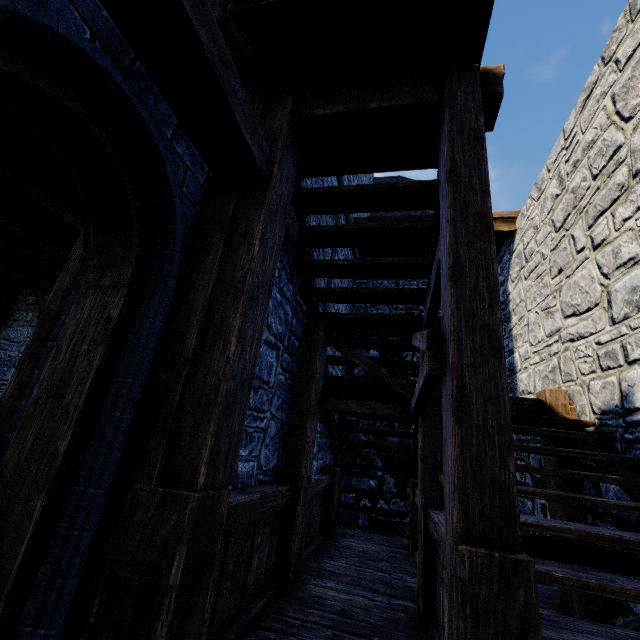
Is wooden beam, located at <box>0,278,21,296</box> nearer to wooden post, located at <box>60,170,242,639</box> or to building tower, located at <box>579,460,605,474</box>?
building tower, located at <box>579,460,605,474</box>

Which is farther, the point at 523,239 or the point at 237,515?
the point at 523,239

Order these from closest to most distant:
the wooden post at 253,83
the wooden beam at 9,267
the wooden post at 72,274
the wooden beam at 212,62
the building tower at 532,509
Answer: the wooden beam at 212,62 → the wooden post at 72,274 → the wooden post at 253,83 → the building tower at 532,509 → the wooden beam at 9,267

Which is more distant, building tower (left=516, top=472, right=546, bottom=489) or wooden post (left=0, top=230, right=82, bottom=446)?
building tower (left=516, top=472, right=546, bottom=489)

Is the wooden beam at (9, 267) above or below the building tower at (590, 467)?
above

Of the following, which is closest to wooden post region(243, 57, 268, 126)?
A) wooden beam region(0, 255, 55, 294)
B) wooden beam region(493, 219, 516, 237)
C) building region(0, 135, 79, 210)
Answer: building region(0, 135, 79, 210)

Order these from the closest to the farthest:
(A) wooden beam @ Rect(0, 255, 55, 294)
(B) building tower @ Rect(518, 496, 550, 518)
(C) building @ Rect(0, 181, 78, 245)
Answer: (B) building tower @ Rect(518, 496, 550, 518)
(C) building @ Rect(0, 181, 78, 245)
(A) wooden beam @ Rect(0, 255, 55, 294)

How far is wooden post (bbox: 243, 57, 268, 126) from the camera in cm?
263
